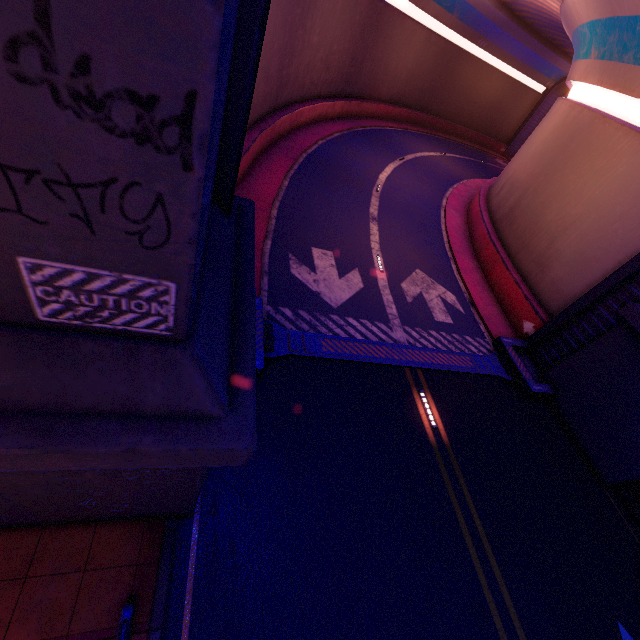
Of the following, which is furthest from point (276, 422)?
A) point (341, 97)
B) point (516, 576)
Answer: point (341, 97)

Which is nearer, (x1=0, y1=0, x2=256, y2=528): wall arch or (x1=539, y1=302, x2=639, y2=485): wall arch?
(x1=0, y1=0, x2=256, y2=528): wall arch

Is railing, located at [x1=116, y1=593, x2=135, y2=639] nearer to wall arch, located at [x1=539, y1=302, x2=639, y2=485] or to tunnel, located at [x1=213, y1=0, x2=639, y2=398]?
wall arch, located at [x1=539, y1=302, x2=639, y2=485]

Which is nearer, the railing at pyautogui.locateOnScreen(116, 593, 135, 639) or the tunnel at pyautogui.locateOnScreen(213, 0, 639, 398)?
the railing at pyautogui.locateOnScreen(116, 593, 135, 639)

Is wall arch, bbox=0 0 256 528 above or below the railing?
above

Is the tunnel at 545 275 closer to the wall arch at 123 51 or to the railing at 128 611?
the wall arch at 123 51

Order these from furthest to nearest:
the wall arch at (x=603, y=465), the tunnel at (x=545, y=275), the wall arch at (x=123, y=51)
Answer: the tunnel at (x=545, y=275) < the wall arch at (x=603, y=465) < the wall arch at (x=123, y=51)

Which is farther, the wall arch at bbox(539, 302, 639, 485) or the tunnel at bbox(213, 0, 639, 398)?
the tunnel at bbox(213, 0, 639, 398)
